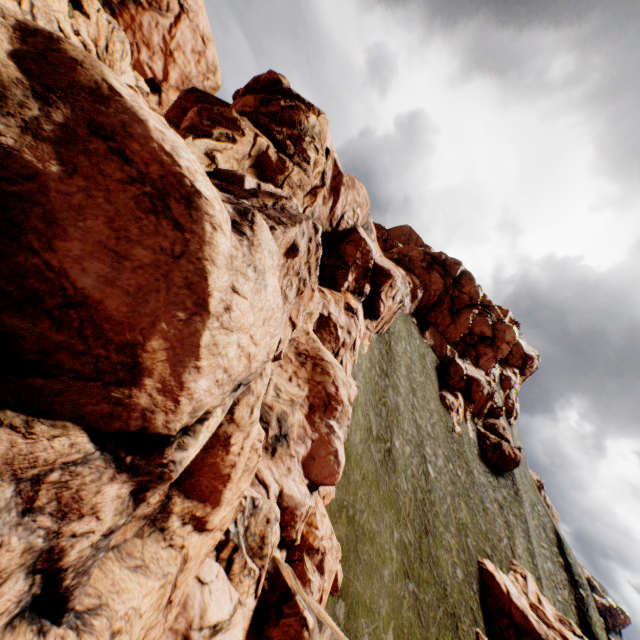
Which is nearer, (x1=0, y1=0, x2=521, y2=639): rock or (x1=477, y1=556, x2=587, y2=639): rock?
(x1=0, y1=0, x2=521, y2=639): rock

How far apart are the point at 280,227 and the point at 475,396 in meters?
48.9 m

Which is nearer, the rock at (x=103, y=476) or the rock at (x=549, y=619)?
the rock at (x=103, y=476)
